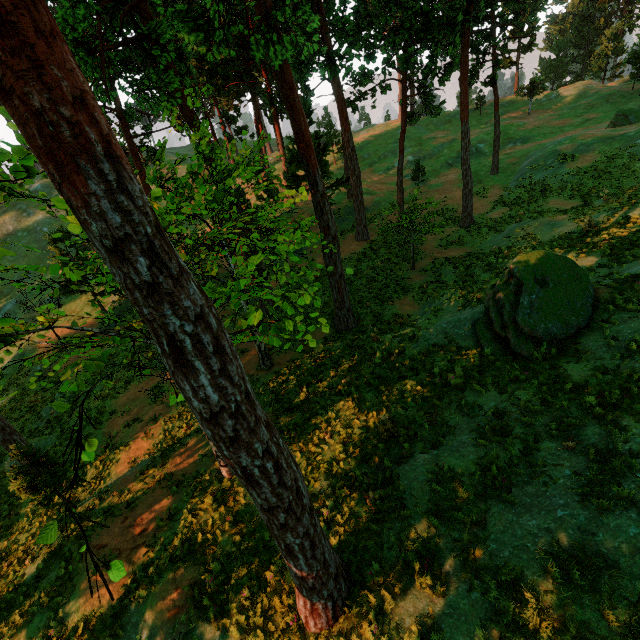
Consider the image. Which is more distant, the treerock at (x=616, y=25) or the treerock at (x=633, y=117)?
Answer: the treerock at (x=616, y=25)

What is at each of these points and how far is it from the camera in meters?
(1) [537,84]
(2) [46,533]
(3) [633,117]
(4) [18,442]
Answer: (1) treerock, 59.8 m
(2) treerock, 3.7 m
(3) treerock, 31.4 m
(4) treerock, 15.6 m

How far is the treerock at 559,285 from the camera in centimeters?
992cm

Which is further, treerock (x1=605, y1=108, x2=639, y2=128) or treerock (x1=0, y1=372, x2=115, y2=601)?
treerock (x1=605, y1=108, x2=639, y2=128)

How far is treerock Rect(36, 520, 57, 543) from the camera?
3.68m

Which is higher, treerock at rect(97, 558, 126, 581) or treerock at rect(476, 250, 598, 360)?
treerock at rect(97, 558, 126, 581)

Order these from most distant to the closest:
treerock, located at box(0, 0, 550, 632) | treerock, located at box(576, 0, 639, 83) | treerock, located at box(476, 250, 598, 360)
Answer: treerock, located at box(576, 0, 639, 83), treerock, located at box(476, 250, 598, 360), treerock, located at box(0, 0, 550, 632)
